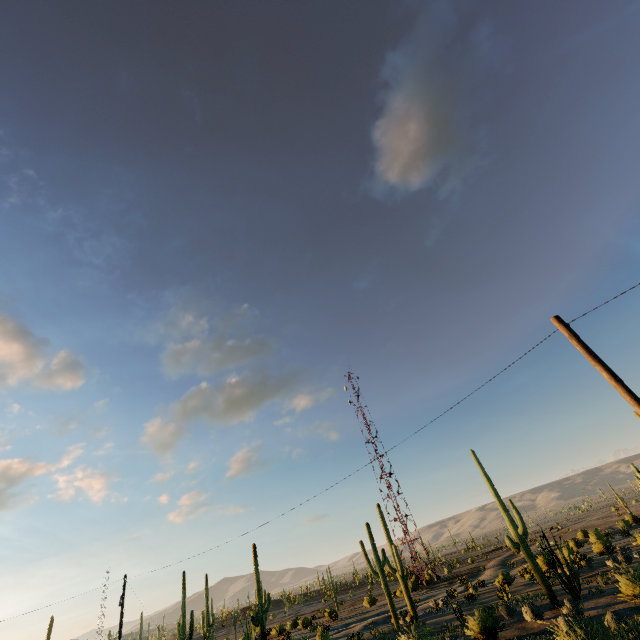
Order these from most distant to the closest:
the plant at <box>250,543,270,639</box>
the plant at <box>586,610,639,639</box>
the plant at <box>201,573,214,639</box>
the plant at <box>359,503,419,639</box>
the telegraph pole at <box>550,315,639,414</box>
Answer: the plant at <box>201,573,214,639</box> → the plant at <box>250,543,270,639</box> → the plant at <box>359,503,419,639</box> → the plant at <box>586,610,639,639</box> → the telegraph pole at <box>550,315,639,414</box>

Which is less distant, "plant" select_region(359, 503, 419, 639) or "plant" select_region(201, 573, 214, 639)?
"plant" select_region(359, 503, 419, 639)

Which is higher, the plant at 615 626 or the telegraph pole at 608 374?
the telegraph pole at 608 374

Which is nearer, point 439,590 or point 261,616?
point 261,616

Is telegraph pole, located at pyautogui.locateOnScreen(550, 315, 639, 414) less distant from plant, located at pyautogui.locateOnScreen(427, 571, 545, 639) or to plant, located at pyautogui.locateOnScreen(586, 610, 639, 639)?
plant, located at pyautogui.locateOnScreen(586, 610, 639, 639)

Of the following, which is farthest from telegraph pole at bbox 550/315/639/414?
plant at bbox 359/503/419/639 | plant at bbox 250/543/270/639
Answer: plant at bbox 250/543/270/639

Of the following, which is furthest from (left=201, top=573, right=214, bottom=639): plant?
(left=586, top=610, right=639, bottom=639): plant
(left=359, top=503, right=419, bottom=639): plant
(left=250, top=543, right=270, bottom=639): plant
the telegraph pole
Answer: the telegraph pole

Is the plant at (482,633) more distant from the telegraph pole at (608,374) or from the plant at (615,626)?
the telegraph pole at (608,374)
